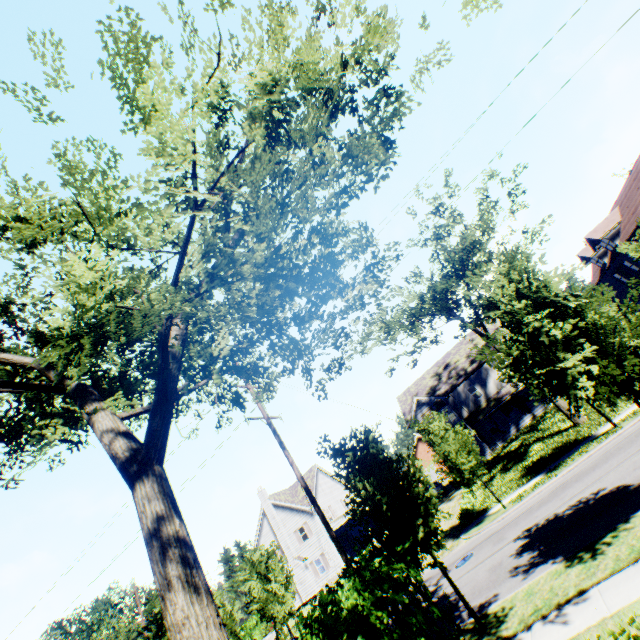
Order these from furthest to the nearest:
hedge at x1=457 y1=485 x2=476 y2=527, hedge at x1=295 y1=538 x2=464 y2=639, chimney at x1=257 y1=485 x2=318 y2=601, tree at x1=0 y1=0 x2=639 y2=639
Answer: chimney at x1=257 y1=485 x2=318 y2=601 < hedge at x1=457 y1=485 x2=476 y2=527 < hedge at x1=295 y1=538 x2=464 y2=639 < tree at x1=0 y1=0 x2=639 y2=639

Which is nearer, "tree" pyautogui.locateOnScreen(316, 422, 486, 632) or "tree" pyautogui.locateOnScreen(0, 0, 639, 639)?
"tree" pyautogui.locateOnScreen(0, 0, 639, 639)

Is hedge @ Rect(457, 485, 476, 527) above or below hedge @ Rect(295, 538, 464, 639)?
below

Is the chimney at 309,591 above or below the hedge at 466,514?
above

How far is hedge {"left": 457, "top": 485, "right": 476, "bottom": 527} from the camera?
20.4 meters

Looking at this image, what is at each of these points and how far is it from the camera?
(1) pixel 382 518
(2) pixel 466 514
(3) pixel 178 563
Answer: (1) tree, 9.82m
(2) hedge, 20.98m
(3) tree, 3.37m

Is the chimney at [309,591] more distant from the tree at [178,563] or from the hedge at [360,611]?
the hedge at [360,611]

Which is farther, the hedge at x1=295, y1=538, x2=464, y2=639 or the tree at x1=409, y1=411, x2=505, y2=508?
the tree at x1=409, y1=411, x2=505, y2=508
